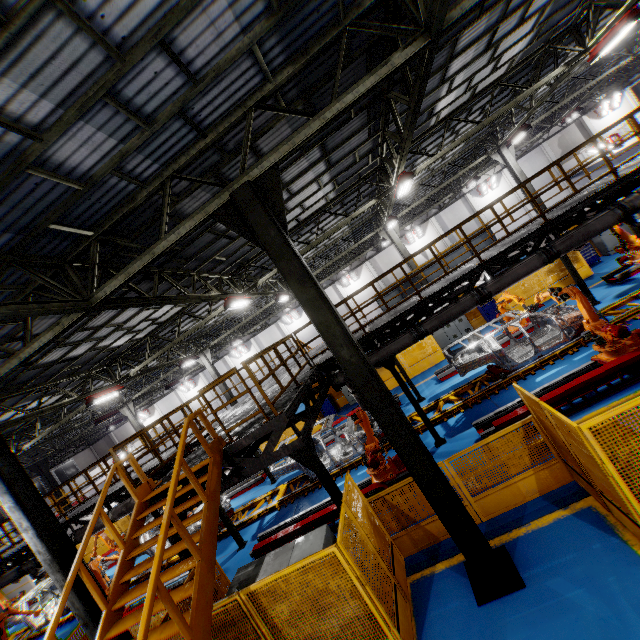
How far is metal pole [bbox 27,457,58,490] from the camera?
23.6m

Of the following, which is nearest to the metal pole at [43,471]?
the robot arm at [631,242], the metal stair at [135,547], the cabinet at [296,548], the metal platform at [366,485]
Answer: the metal platform at [366,485]

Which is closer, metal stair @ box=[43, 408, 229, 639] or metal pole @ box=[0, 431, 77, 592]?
metal stair @ box=[43, 408, 229, 639]

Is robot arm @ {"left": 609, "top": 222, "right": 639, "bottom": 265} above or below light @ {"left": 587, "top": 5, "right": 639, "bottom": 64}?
below

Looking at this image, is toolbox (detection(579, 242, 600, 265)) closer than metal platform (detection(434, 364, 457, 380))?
No

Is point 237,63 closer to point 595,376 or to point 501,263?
point 501,263

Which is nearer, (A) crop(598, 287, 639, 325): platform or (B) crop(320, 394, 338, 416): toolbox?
(A) crop(598, 287, 639, 325): platform

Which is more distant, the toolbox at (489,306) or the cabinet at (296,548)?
the toolbox at (489,306)
